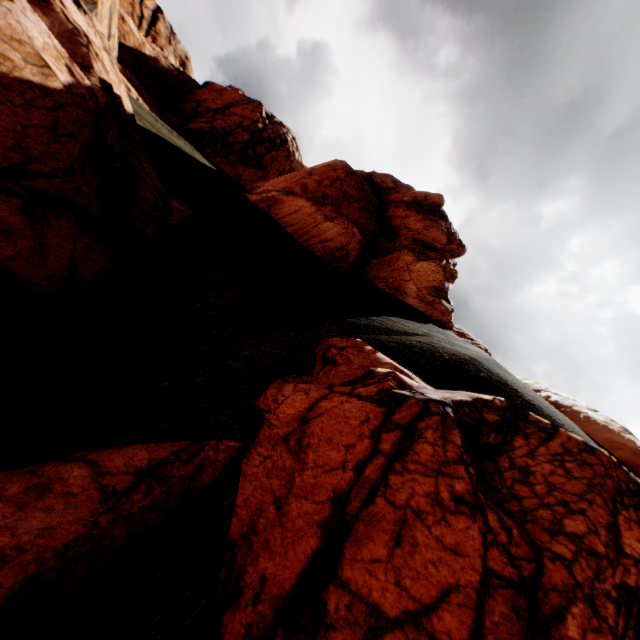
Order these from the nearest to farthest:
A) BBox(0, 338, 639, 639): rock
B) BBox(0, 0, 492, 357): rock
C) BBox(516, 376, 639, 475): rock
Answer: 1. BBox(0, 338, 639, 639): rock
2. BBox(0, 0, 492, 357): rock
3. BBox(516, 376, 639, 475): rock

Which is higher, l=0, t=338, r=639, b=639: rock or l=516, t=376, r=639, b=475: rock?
l=516, t=376, r=639, b=475: rock

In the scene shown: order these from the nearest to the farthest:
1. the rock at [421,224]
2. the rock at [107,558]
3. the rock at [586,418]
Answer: the rock at [107,558] → the rock at [421,224] → the rock at [586,418]

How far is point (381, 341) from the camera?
7.5 meters

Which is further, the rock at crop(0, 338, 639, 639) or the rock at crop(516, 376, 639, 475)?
the rock at crop(516, 376, 639, 475)

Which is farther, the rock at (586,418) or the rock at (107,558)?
the rock at (586,418)
